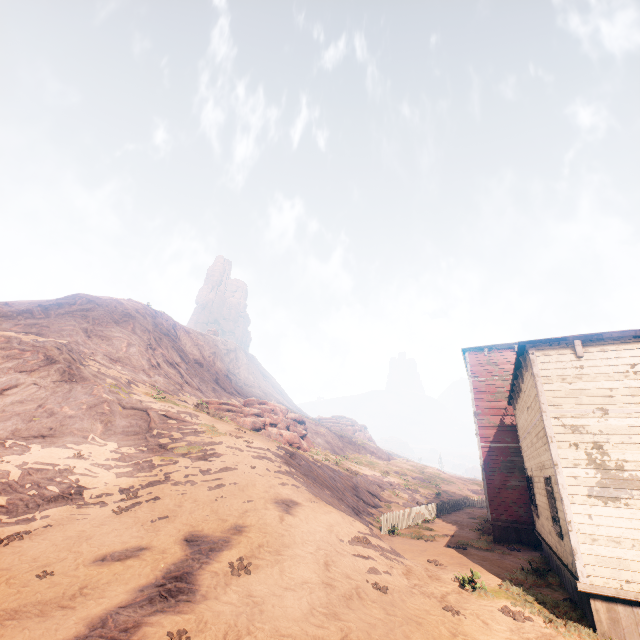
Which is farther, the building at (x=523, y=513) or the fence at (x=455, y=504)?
the fence at (x=455, y=504)

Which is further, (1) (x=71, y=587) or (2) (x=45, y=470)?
(2) (x=45, y=470)

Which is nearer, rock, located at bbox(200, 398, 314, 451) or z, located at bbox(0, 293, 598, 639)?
z, located at bbox(0, 293, 598, 639)

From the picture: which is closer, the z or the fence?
the z

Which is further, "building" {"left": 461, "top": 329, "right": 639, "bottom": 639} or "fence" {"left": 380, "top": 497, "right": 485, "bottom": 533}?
"fence" {"left": 380, "top": 497, "right": 485, "bottom": 533}

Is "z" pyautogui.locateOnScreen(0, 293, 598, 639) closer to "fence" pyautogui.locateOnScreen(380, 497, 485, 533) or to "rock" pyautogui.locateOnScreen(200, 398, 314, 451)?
"fence" pyautogui.locateOnScreen(380, 497, 485, 533)

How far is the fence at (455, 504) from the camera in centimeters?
1823cm

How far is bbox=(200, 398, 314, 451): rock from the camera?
29.62m
